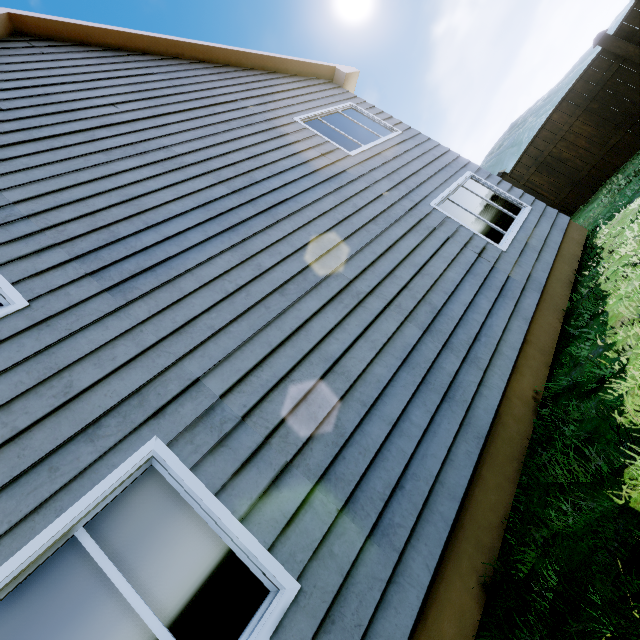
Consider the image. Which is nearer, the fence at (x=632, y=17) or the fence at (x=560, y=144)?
the fence at (x=632, y=17)

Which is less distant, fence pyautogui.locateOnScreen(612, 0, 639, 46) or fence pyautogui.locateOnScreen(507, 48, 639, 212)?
fence pyautogui.locateOnScreen(612, 0, 639, 46)

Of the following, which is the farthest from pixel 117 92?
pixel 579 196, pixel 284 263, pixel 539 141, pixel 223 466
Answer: pixel 579 196
